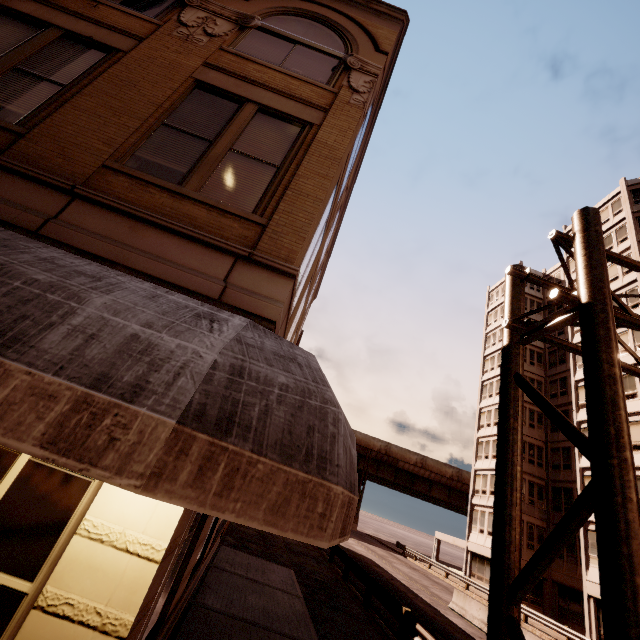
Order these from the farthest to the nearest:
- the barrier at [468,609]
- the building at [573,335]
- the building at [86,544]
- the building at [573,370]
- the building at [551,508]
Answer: the building at [573,335], the building at [551,508], the building at [573,370], the barrier at [468,609], the building at [86,544]

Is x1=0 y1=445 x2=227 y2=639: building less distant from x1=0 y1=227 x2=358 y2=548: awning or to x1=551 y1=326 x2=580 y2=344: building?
x1=0 y1=227 x2=358 y2=548: awning

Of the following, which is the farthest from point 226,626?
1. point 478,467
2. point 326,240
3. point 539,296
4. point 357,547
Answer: point 539,296

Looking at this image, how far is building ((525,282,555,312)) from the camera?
41.6 meters

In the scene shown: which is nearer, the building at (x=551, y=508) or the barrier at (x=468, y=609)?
the barrier at (x=468, y=609)

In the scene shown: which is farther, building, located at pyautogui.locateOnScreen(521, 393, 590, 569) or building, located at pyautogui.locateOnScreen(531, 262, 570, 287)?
building, located at pyautogui.locateOnScreen(531, 262, 570, 287)
